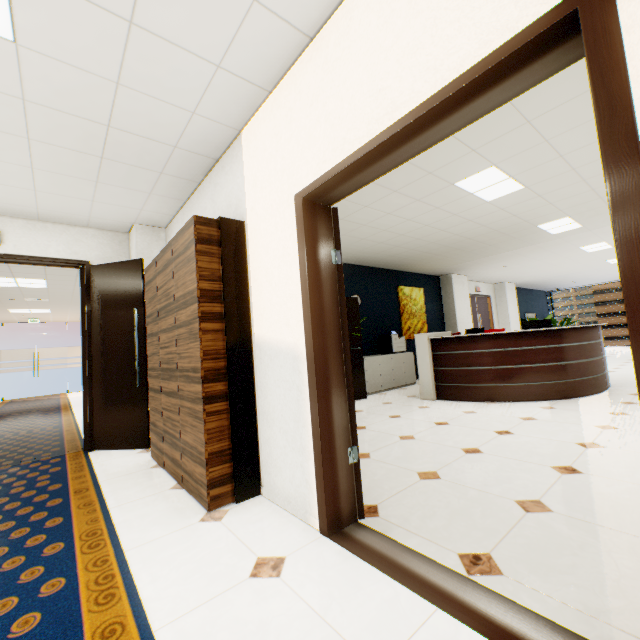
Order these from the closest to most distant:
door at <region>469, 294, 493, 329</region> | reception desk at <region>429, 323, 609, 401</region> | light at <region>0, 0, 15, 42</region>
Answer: light at <region>0, 0, 15, 42</region> → reception desk at <region>429, 323, 609, 401</region> → door at <region>469, 294, 493, 329</region>

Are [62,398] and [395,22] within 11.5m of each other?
no

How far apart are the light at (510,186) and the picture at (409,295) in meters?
4.1 m

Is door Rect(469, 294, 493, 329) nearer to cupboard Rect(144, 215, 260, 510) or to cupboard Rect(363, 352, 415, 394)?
cupboard Rect(363, 352, 415, 394)

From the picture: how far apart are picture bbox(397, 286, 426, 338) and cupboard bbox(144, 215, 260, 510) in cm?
596

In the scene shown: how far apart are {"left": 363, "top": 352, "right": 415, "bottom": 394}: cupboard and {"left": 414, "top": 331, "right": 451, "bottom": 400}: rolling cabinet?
1.22m

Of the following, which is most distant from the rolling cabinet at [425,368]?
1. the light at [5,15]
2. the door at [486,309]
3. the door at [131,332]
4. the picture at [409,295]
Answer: the light at [5,15]

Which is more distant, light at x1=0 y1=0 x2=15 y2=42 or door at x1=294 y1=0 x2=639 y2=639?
light at x1=0 y1=0 x2=15 y2=42
